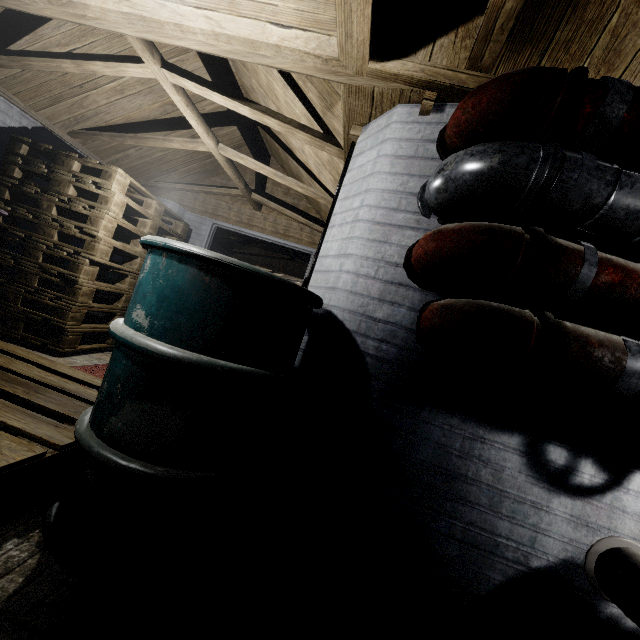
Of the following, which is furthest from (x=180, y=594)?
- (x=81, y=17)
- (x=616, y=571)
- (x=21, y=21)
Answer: (x=21, y=21)

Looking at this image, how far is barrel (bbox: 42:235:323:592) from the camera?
1.0 meters

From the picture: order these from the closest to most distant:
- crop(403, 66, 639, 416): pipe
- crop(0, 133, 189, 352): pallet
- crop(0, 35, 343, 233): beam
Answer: crop(403, 66, 639, 416): pipe → crop(0, 35, 343, 233): beam → crop(0, 133, 189, 352): pallet

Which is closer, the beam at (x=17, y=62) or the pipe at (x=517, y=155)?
the pipe at (x=517, y=155)

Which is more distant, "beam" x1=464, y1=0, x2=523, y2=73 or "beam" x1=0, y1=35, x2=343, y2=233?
"beam" x1=0, y1=35, x2=343, y2=233

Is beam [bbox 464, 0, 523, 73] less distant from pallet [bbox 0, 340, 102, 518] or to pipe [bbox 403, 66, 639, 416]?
pipe [bbox 403, 66, 639, 416]

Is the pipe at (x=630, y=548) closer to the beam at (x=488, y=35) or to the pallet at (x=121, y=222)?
the beam at (x=488, y=35)

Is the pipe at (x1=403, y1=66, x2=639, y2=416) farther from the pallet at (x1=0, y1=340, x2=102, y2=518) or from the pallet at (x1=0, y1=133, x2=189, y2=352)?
the pallet at (x1=0, y1=133, x2=189, y2=352)
